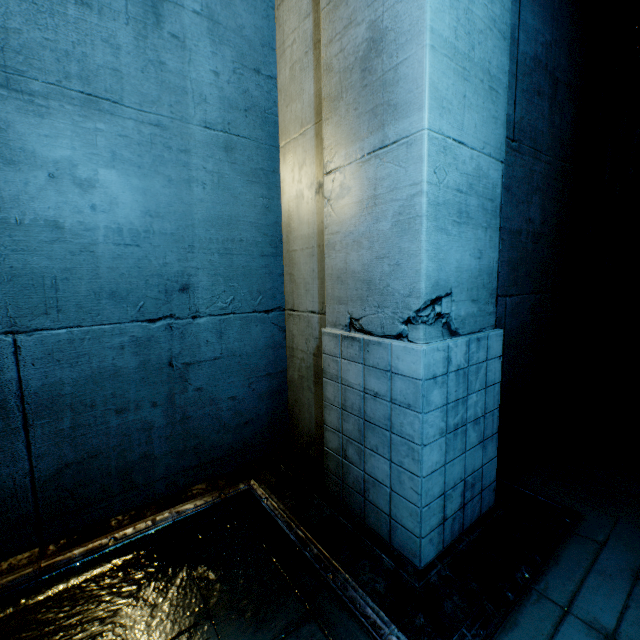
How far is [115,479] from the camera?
3.14m
